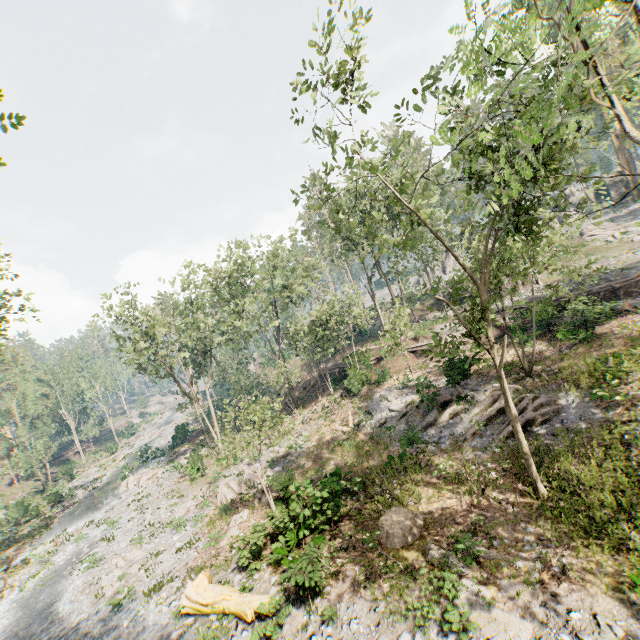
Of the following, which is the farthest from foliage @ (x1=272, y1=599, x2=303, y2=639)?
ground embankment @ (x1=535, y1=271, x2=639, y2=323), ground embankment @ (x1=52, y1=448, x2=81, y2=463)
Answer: ground embankment @ (x1=535, y1=271, x2=639, y2=323)

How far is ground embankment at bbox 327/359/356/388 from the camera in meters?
30.4 m

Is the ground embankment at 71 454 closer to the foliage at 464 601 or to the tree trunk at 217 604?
the foliage at 464 601

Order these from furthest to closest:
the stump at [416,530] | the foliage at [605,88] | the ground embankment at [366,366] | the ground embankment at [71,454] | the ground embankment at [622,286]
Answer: the ground embankment at [71,454], the ground embankment at [366,366], the ground embankment at [622,286], the stump at [416,530], the foliage at [605,88]

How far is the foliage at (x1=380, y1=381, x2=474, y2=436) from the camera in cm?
1994

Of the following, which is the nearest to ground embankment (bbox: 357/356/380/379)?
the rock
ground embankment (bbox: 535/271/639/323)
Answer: ground embankment (bbox: 535/271/639/323)

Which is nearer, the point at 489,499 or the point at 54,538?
the point at 489,499
